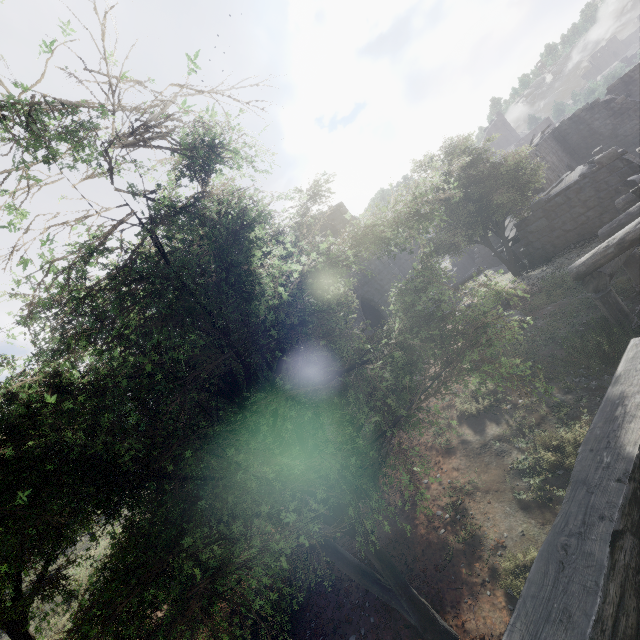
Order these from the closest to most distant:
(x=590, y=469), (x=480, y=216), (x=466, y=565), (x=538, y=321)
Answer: (x=590, y=469)
(x=466, y=565)
(x=538, y=321)
(x=480, y=216)

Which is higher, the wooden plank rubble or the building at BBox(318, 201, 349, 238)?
the building at BBox(318, 201, 349, 238)

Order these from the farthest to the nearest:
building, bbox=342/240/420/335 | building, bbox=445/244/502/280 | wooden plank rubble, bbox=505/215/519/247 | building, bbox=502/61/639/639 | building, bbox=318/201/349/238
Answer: building, bbox=445/244/502/280 < building, bbox=318/201/349/238 < building, bbox=342/240/420/335 < wooden plank rubble, bbox=505/215/519/247 < building, bbox=502/61/639/639

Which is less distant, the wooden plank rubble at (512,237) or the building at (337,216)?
the wooden plank rubble at (512,237)

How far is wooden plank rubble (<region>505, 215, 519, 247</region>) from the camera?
17.98m

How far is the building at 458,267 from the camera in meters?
27.2

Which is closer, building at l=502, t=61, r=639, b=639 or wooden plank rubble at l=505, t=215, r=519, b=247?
building at l=502, t=61, r=639, b=639

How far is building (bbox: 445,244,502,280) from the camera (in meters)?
27.22
